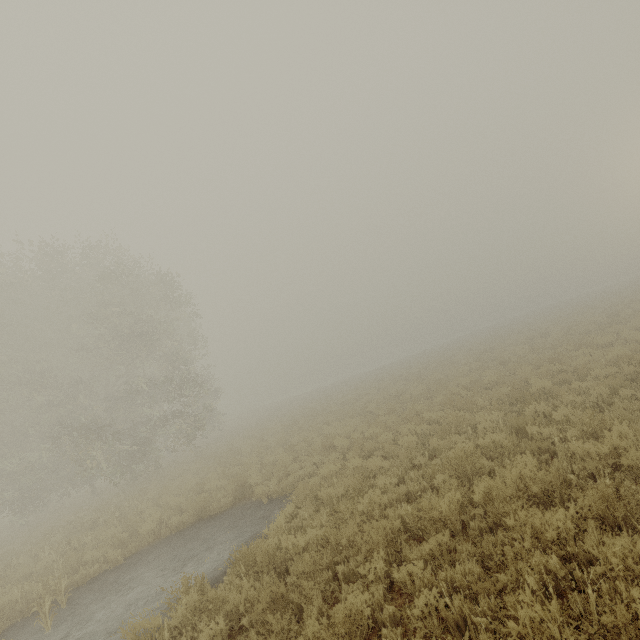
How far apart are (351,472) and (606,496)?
5.9m
